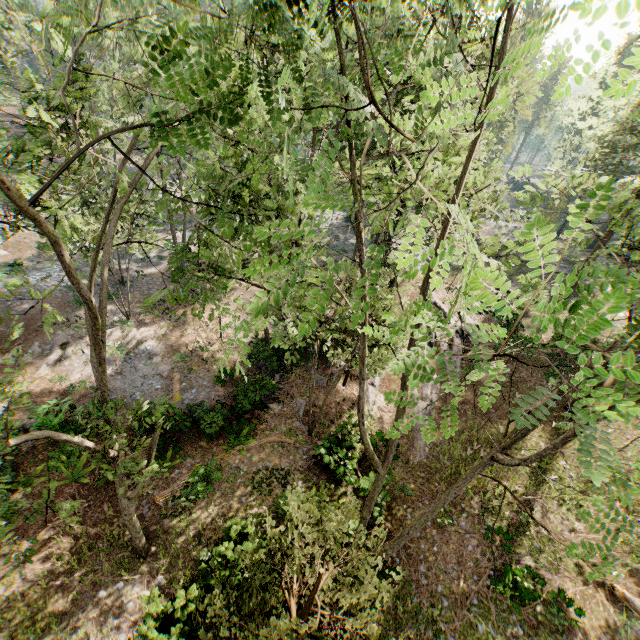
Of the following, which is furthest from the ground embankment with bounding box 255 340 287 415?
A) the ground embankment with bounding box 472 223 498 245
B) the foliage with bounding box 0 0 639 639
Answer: the ground embankment with bounding box 472 223 498 245

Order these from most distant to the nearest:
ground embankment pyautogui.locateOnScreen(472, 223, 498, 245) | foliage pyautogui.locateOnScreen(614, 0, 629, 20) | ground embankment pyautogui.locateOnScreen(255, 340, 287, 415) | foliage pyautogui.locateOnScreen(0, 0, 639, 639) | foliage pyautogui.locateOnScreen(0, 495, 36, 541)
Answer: ground embankment pyautogui.locateOnScreen(472, 223, 498, 245), ground embankment pyautogui.locateOnScreen(255, 340, 287, 415), foliage pyautogui.locateOnScreen(0, 495, 36, 541), foliage pyautogui.locateOnScreen(0, 0, 639, 639), foliage pyautogui.locateOnScreen(614, 0, 629, 20)

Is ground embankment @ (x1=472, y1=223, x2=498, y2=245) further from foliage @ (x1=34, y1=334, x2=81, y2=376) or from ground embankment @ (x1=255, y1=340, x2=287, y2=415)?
ground embankment @ (x1=255, y1=340, x2=287, y2=415)

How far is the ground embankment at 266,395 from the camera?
17.8m

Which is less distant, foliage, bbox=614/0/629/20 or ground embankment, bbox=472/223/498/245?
foliage, bbox=614/0/629/20

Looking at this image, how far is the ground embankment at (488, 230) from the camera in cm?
3997

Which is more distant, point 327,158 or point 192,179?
point 192,179
